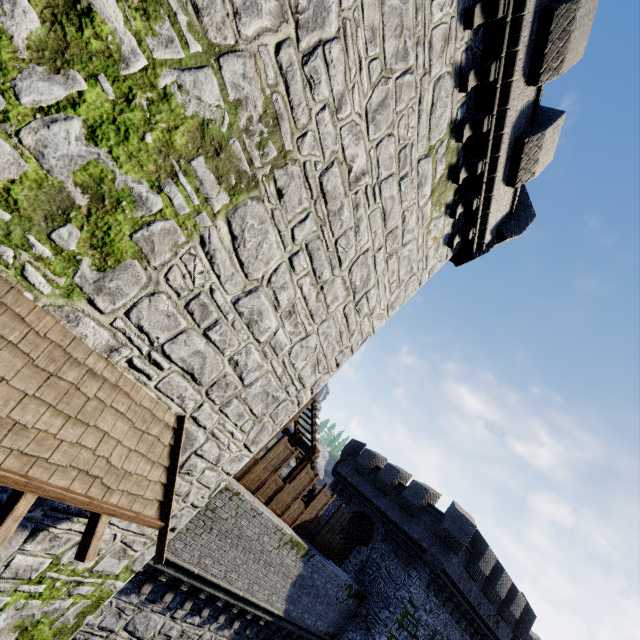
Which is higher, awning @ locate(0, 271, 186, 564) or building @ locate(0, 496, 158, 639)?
awning @ locate(0, 271, 186, 564)

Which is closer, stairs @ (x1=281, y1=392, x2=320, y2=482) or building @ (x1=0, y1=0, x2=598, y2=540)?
building @ (x1=0, y1=0, x2=598, y2=540)

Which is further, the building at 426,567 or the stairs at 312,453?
the building at 426,567

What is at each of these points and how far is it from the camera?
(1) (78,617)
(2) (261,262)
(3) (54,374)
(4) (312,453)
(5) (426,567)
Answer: (1) building, 5.8m
(2) building, 5.1m
(3) awning, 3.5m
(4) stairs, 14.0m
(5) building, 17.1m

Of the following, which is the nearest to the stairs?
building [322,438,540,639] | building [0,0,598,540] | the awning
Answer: building [0,0,598,540]

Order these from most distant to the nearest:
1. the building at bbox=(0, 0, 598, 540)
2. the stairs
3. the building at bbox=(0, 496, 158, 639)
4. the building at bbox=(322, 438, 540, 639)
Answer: the building at bbox=(322, 438, 540, 639) → the stairs → the building at bbox=(0, 496, 158, 639) → the building at bbox=(0, 0, 598, 540)

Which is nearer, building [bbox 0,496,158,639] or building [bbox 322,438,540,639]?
building [bbox 0,496,158,639]

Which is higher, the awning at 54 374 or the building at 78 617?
the awning at 54 374
